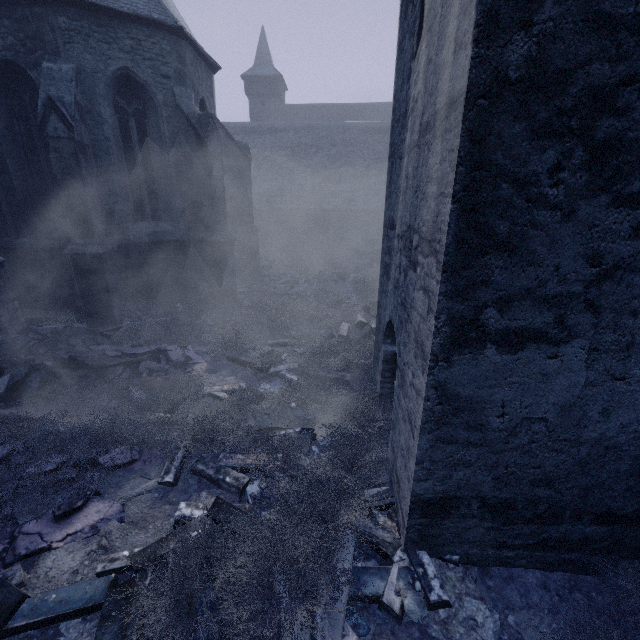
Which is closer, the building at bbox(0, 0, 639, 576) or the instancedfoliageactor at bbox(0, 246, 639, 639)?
the building at bbox(0, 0, 639, 576)

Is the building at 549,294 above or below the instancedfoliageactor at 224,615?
above

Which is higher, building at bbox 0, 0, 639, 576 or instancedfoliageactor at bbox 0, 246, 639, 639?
building at bbox 0, 0, 639, 576

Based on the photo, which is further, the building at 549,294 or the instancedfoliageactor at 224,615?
the instancedfoliageactor at 224,615

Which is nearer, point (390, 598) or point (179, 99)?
point (390, 598)
